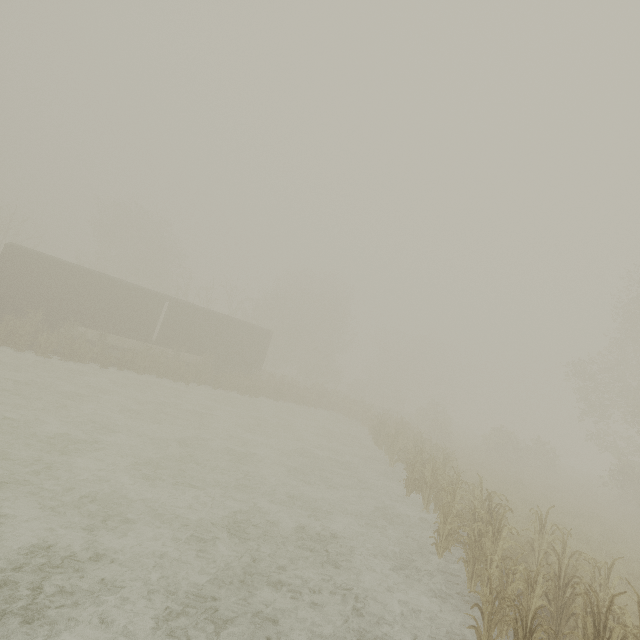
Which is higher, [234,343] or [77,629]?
[234,343]

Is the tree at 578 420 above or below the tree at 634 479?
above

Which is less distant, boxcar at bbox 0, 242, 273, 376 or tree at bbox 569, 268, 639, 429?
boxcar at bbox 0, 242, 273, 376

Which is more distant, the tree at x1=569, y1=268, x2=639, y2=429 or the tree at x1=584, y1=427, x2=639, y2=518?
the tree at x1=569, y1=268, x2=639, y2=429

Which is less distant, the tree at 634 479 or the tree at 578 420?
the tree at 634 479

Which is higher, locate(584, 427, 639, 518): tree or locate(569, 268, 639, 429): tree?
locate(569, 268, 639, 429): tree

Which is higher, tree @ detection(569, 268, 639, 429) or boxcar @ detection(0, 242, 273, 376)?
tree @ detection(569, 268, 639, 429)
